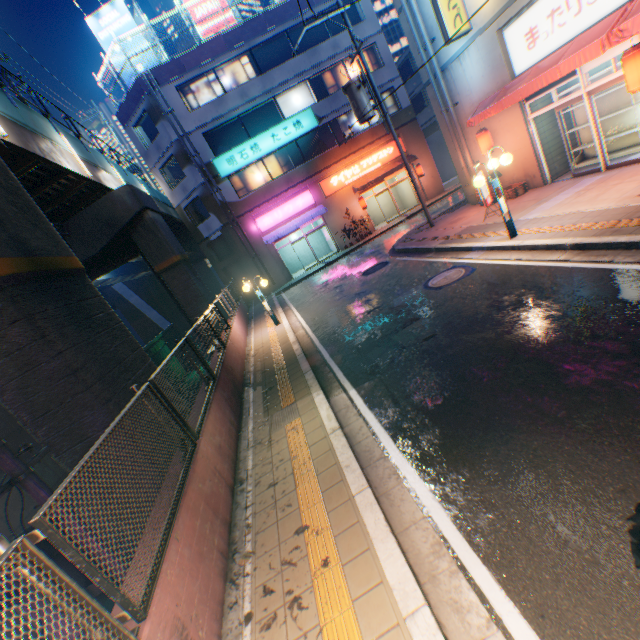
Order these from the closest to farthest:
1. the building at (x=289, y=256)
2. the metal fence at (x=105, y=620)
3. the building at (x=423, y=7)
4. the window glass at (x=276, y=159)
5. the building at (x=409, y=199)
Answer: the metal fence at (x=105, y=620), the building at (x=423, y=7), the window glass at (x=276, y=159), the building at (x=409, y=199), the building at (x=289, y=256)

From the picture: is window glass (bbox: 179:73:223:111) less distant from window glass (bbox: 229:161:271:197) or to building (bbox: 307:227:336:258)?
building (bbox: 307:227:336:258)

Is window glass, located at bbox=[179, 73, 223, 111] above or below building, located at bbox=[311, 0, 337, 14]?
below

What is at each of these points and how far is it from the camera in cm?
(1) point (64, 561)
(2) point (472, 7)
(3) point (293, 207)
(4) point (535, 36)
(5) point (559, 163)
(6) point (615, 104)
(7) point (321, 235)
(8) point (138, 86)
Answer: (1) electric pole, 488
(2) building, 1079
(3) sign, 2344
(4) sign, 980
(5) building, 1195
(6) metal shelf, 1030
(7) building, 2747
(8) concrete block, 2025

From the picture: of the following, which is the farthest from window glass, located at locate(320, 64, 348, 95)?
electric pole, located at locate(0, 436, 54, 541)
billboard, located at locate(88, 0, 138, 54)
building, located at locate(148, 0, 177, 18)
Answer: building, located at locate(148, 0, 177, 18)

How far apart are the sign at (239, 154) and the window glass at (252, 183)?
0.5m

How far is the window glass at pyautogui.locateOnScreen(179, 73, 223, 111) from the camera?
21.2 meters

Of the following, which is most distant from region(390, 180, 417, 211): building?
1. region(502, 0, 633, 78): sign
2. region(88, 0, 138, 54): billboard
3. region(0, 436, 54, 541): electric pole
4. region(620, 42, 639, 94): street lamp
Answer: region(0, 436, 54, 541): electric pole
